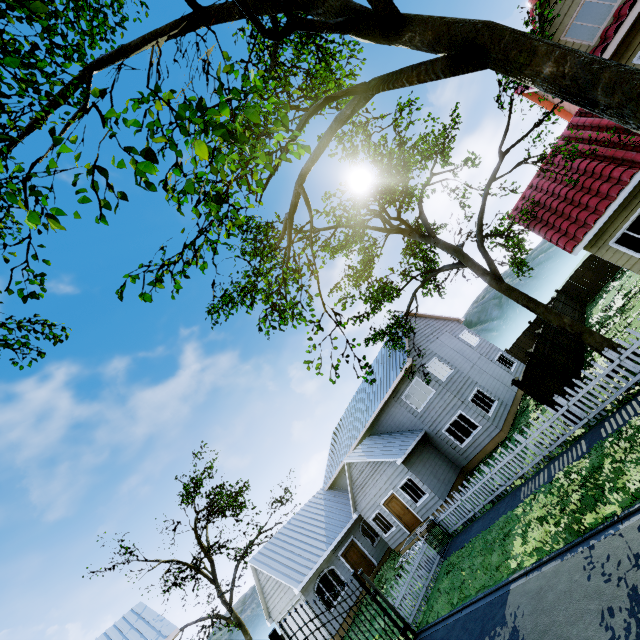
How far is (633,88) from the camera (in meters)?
5.60

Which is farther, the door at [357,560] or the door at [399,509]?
the door at [357,560]

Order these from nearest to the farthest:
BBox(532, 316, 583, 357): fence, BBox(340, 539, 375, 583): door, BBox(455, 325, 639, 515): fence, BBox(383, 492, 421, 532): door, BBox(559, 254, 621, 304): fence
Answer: BBox(455, 325, 639, 515): fence < BBox(532, 316, 583, 357): fence < BBox(383, 492, 421, 532): door < BBox(340, 539, 375, 583): door < BBox(559, 254, 621, 304): fence

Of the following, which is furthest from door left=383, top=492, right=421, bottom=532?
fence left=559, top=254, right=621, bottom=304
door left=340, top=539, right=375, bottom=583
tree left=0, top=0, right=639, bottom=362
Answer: fence left=559, top=254, right=621, bottom=304

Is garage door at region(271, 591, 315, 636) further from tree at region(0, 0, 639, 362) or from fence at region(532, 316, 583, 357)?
tree at region(0, 0, 639, 362)

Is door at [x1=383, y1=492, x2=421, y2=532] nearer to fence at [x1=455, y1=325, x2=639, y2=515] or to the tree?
fence at [x1=455, y1=325, x2=639, y2=515]

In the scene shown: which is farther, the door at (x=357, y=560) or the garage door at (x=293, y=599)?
the door at (x=357, y=560)
